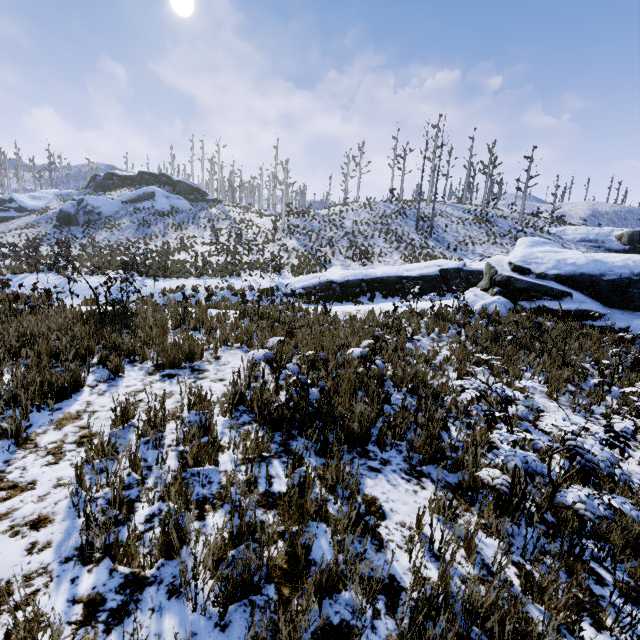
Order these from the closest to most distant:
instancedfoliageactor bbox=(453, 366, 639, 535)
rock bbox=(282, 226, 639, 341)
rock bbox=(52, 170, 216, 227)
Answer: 1. instancedfoliageactor bbox=(453, 366, 639, 535)
2. rock bbox=(282, 226, 639, 341)
3. rock bbox=(52, 170, 216, 227)

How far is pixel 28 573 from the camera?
2.00m

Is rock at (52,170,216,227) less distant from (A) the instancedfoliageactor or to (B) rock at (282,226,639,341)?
(B) rock at (282,226,639,341)

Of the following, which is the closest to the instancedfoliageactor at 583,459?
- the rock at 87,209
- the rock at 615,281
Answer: the rock at 615,281

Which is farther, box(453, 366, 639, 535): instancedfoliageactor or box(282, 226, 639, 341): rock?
box(282, 226, 639, 341): rock

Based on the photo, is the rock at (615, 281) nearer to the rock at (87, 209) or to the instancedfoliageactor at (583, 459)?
the instancedfoliageactor at (583, 459)

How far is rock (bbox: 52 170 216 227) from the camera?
36.4m
